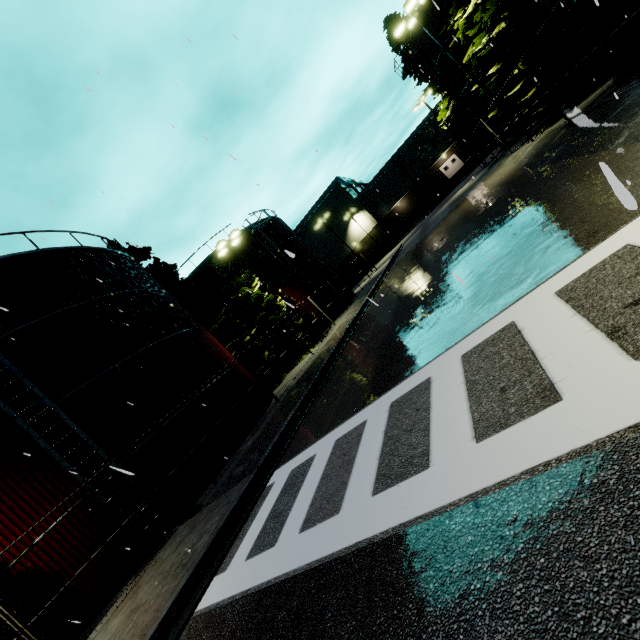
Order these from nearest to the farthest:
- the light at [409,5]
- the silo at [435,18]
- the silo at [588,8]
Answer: the silo at [588,8], the light at [409,5], the silo at [435,18]

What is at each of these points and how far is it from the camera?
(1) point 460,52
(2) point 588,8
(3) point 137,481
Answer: (1) silo, 23.56m
(2) silo, 9.97m
(3) silo, 11.41m

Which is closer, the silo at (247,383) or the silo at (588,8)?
the silo at (588,8)

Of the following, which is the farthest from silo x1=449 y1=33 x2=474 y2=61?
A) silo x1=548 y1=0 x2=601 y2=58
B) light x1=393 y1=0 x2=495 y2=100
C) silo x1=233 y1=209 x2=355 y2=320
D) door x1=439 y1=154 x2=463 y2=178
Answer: door x1=439 y1=154 x2=463 y2=178

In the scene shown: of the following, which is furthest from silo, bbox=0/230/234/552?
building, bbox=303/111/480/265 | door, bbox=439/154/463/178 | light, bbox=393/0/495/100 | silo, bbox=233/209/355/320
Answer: door, bbox=439/154/463/178

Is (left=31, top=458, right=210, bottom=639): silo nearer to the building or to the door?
the building

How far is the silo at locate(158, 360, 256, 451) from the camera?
12.97m

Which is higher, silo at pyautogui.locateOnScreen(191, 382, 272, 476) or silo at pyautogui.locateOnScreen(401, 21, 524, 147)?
silo at pyautogui.locateOnScreen(401, 21, 524, 147)
